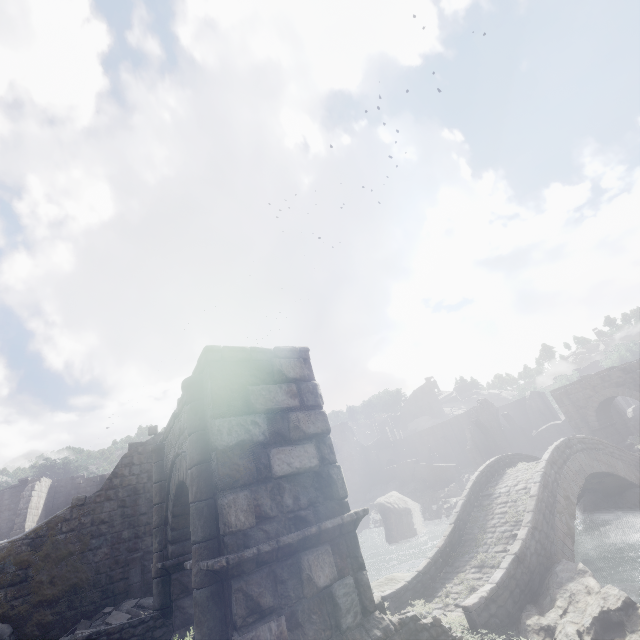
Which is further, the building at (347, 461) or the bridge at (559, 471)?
the building at (347, 461)

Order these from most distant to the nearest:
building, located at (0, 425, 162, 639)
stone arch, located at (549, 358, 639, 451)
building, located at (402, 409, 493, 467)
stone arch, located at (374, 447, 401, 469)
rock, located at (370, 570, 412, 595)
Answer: stone arch, located at (374, 447, 401, 469) → building, located at (402, 409, 493, 467) → stone arch, located at (549, 358, 639, 451) → rock, located at (370, 570, 412, 595) → building, located at (0, 425, 162, 639)

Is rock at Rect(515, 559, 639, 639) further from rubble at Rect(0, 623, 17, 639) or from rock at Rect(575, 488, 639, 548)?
rock at Rect(575, 488, 639, 548)

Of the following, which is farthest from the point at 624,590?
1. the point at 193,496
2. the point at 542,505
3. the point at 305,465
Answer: the point at 193,496

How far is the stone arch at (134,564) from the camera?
12.3m

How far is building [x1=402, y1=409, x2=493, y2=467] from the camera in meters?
45.3 m

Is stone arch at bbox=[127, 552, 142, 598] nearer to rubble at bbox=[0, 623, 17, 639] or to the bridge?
rubble at bbox=[0, 623, 17, 639]

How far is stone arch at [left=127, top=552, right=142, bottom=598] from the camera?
12.3 meters
